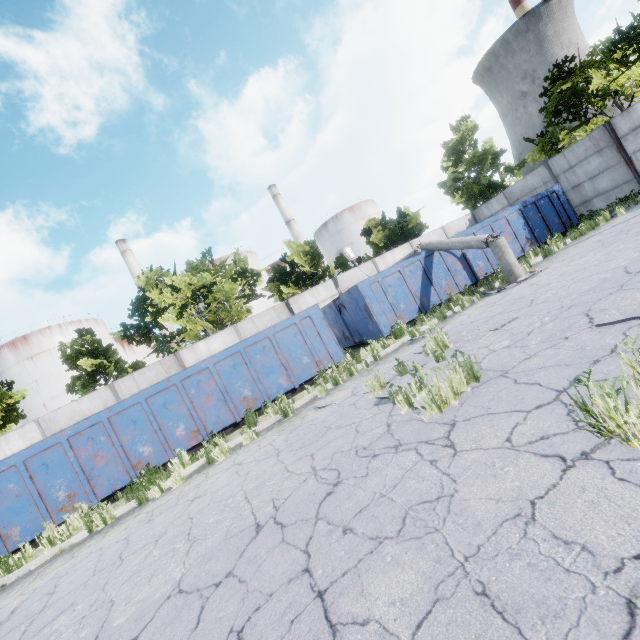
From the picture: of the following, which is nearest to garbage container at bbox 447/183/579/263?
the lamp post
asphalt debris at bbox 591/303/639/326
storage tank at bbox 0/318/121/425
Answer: the lamp post

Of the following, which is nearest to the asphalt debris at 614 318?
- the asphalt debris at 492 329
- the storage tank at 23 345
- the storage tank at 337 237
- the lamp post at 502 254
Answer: the asphalt debris at 492 329

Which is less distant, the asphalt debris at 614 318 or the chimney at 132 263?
the asphalt debris at 614 318

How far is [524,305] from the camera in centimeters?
666cm

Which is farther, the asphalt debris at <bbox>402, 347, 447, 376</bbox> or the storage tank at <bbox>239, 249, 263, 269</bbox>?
the storage tank at <bbox>239, 249, 263, 269</bbox>

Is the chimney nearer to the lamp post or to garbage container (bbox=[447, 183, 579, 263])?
garbage container (bbox=[447, 183, 579, 263])

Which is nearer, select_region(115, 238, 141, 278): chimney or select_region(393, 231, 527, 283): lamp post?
select_region(393, 231, 527, 283): lamp post

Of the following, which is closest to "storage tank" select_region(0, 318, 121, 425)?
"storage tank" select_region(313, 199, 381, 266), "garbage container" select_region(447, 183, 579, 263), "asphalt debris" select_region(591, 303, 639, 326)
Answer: "storage tank" select_region(313, 199, 381, 266)
